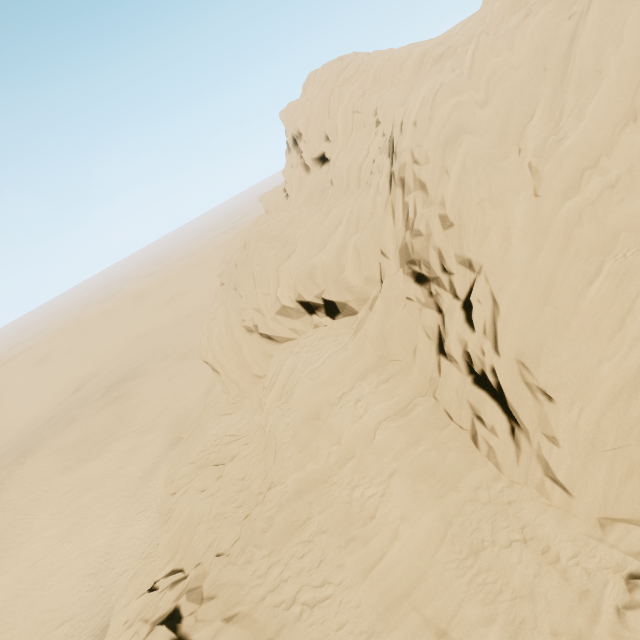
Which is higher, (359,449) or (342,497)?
(359,449)
